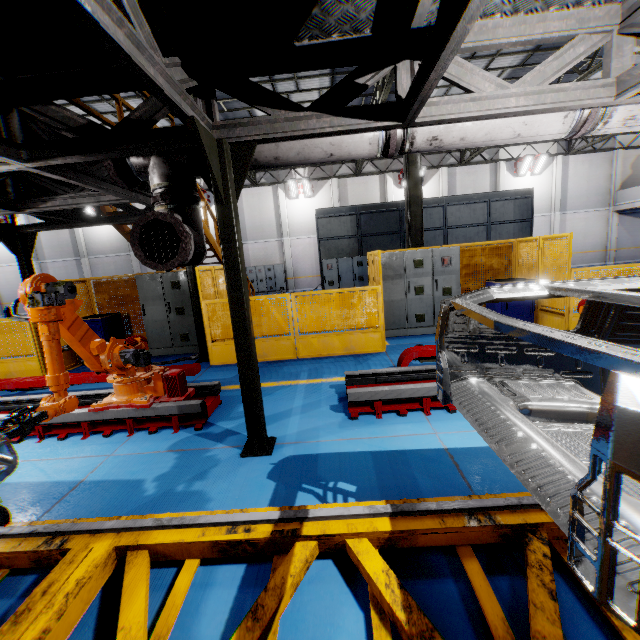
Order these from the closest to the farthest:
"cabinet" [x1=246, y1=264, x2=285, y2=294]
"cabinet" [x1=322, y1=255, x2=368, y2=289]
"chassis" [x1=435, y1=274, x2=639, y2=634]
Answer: "chassis" [x1=435, y1=274, x2=639, y2=634] → "cabinet" [x1=322, y1=255, x2=368, y2=289] → "cabinet" [x1=246, y1=264, x2=285, y2=294]

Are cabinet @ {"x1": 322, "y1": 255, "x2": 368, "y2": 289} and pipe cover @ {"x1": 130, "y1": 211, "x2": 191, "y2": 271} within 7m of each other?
no

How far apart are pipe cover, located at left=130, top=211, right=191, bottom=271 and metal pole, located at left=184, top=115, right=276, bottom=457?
0.3 meters

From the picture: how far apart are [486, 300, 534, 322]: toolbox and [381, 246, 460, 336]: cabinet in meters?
0.8 m

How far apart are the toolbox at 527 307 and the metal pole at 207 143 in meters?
6.6 m

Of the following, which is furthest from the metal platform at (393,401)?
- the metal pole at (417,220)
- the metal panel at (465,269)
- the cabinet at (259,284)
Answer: the cabinet at (259,284)

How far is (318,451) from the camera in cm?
366

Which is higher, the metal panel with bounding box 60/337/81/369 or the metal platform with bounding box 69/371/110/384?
the metal platform with bounding box 69/371/110/384
